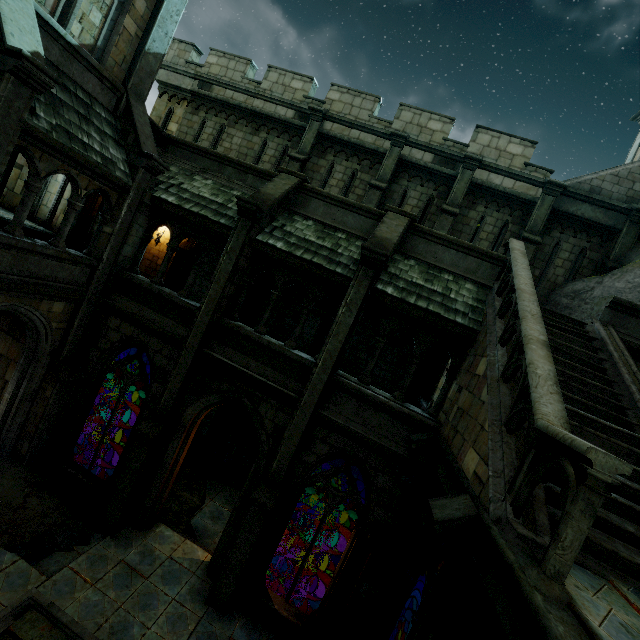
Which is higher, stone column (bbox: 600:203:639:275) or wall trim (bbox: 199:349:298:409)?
stone column (bbox: 600:203:639:275)

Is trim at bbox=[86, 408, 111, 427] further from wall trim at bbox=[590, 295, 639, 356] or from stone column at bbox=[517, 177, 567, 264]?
wall trim at bbox=[590, 295, 639, 356]

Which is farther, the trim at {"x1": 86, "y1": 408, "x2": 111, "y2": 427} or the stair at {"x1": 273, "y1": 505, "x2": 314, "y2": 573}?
the trim at {"x1": 86, "y1": 408, "x2": 111, "y2": 427}

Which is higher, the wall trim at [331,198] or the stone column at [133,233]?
the wall trim at [331,198]

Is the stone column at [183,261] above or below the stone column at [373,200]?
below

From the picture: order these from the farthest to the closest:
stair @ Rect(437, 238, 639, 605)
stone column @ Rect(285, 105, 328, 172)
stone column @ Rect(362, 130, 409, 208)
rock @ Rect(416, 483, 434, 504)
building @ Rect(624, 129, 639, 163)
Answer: building @ Rect(624, 129, 639, 163)
stone column @ Rect(285, 105, 328, 172)
stone column @ Rect(362, 130, 409, 208)
rock @ Rect(416, 483, 434, 504)
stair @ Rect(437, 238, 639, 605)

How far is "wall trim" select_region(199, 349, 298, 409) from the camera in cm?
812

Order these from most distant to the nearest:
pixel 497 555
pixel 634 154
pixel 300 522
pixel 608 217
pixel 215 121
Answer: pixel 634 154 → pixel 215 121 → pixel 300 522 → pixel 608 217 → pixel 497 555
